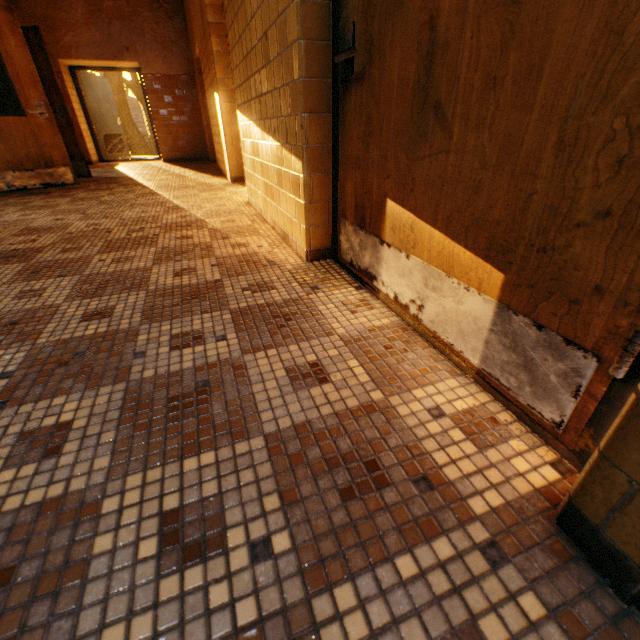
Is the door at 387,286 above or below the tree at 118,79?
below

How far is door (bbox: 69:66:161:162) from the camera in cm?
845

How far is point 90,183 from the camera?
5.55m

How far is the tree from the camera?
16.6 meters

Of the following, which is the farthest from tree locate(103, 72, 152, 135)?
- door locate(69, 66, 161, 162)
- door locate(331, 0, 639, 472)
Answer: door locate(331, 0, 639, 472)

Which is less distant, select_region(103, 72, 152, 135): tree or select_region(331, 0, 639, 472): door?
select_region(331, 0, 639, 472): door

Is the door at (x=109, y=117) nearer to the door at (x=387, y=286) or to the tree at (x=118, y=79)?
the tree at (x=118, y=79)

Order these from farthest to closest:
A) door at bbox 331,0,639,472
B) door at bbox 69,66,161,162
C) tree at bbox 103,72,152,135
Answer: tree at bbox 103,72,152,135, door at bbox 69,66,161,162, door at bbox 331,0,639,472
